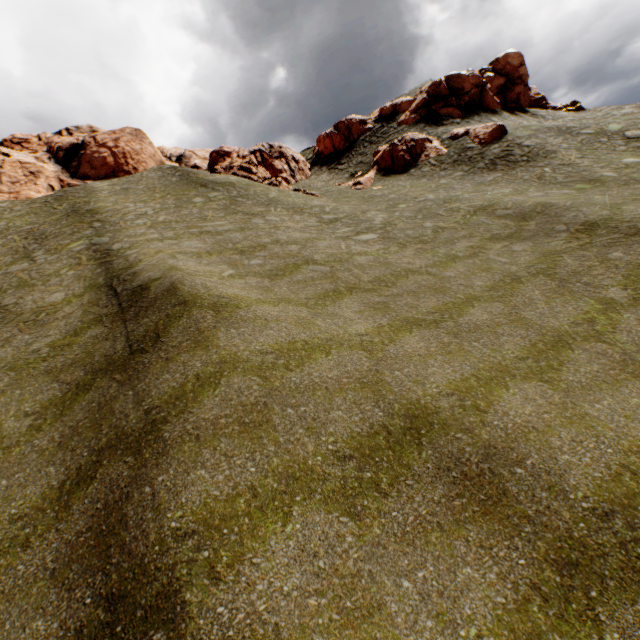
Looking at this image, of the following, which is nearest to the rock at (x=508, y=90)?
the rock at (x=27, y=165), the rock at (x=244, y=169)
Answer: the rock at (x=244, y=169)

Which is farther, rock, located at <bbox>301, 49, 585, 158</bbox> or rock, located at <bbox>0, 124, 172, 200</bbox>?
rock, located at <bbox>301, 49, 585, 158</bbox>

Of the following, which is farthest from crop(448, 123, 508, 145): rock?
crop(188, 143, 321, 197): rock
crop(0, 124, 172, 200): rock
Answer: crop(0, 124, 172, 200): rock

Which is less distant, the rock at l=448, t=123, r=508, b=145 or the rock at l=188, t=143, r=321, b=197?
the rock at l=448, t=123, r=508, b=145

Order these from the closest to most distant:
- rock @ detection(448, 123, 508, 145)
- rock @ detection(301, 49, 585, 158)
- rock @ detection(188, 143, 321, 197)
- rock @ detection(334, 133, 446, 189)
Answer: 1. rock @ detection(448, 123, 508, 145)
2. rock @ detection(188, 143, 321, 197)
3. rock @ detection(334, 133, 446, 189)
4. rock @ detection(301, 49, 585, 158)

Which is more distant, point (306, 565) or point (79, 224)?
point (79, 224)

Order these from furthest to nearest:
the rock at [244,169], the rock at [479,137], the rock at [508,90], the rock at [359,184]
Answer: the rock at [508,90]
the rock at [359,184]
the rock at [244,169]
the rock at [479,137]
